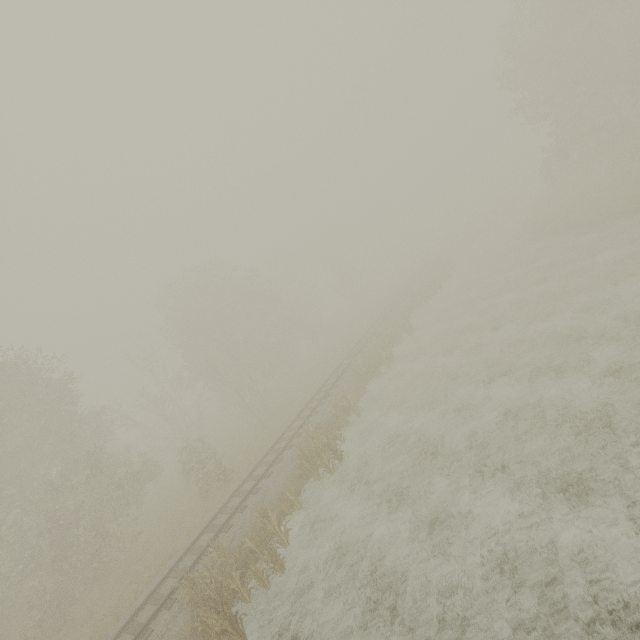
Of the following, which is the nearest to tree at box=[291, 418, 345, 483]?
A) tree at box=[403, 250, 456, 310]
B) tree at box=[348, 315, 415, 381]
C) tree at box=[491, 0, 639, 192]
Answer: tree at box=[348, 315, 415, 381]

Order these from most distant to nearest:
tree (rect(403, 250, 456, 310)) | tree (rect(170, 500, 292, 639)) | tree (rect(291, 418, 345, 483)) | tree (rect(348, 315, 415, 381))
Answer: tree (rect(403, 250, 456, 310))
tree (rect(348, 315, 415, 381))
tree (rect(291, 418, 345, 483))
tree (rect(170, 500, 292, 639))

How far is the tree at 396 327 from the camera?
21.4m

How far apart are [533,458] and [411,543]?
4.19m

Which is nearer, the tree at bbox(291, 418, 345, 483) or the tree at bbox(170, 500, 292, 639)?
the tree at bbox(170, 500, 292, 639)

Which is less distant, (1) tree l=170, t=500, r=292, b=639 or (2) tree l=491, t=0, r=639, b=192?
(1) tree l=170, t=500, r=292, b=639

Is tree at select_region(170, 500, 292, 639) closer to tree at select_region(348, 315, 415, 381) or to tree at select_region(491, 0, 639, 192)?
tree at select_region(348, 315, 415, 381)

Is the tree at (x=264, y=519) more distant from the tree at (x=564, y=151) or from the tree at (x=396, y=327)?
the tree at (x=564, y=151)
